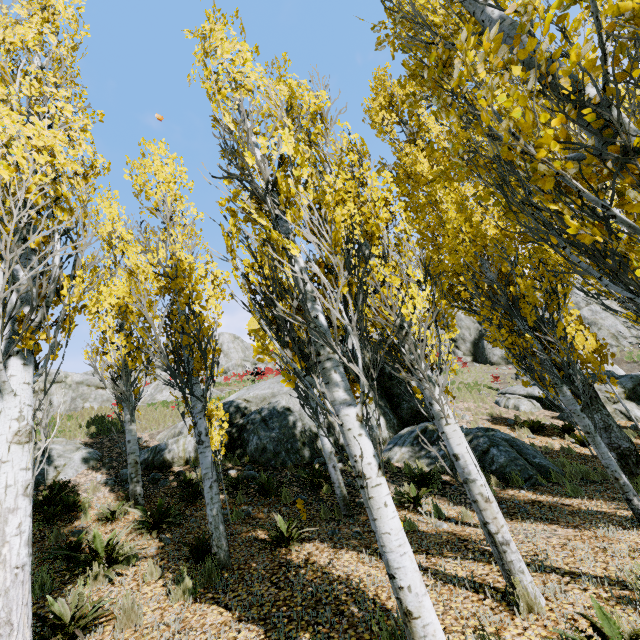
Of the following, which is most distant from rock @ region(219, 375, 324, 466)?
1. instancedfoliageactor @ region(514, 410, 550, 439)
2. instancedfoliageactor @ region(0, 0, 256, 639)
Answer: instancedfoliageactor @ region(514, 410, 550, 439)

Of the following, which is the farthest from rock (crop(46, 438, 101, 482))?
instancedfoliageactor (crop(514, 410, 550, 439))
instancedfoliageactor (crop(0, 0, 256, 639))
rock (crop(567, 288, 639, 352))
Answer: instancedfoliageactor (crop(514, 410, 550, 439))

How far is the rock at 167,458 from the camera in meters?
10.9 m

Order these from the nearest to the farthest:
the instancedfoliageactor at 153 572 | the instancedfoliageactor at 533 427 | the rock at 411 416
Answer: the instancedfoliageactor at 153 572, the rock at 411 416, the instancedfoliageactor at 533 427

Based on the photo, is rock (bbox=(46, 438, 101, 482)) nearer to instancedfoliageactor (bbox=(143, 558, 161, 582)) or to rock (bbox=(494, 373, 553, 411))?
rock (bbox=(494, 373, 553, 411))

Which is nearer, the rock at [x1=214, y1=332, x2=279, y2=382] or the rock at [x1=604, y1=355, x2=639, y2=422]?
the rock at [x1=604, y1=355, x2=639, y2=422]

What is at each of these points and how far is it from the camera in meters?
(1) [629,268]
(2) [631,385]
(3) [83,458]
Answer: (1) instancedfoliageactor, 1.7 m
(2) rock, 14.5 m
(3) rock, 11.4 m
